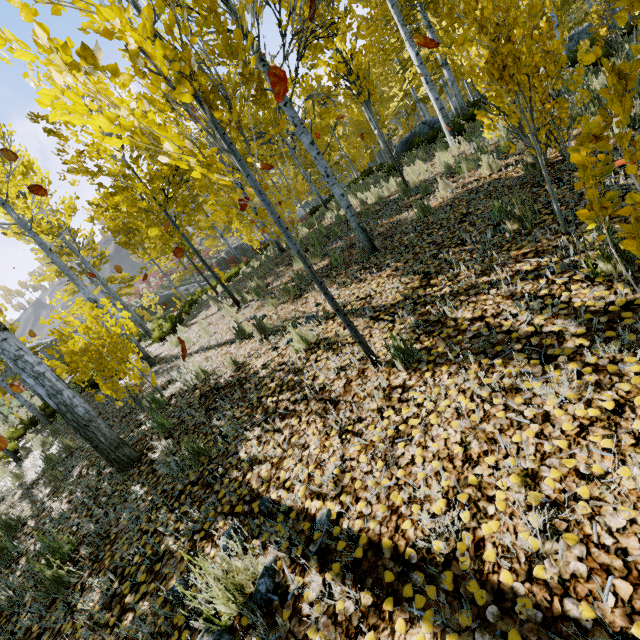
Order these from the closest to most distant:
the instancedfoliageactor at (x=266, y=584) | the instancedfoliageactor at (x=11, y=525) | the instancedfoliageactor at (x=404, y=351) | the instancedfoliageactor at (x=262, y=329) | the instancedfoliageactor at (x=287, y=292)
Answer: the instancedfoliageactor at (x=266, y=584) < the instancedfoliageactor at (x=404, y=351) < the instancedfoliageactor at (x=11, y=525) < the instancedfoliageactor at (x=262, y=329) < the instancedfoliageactor at (x=287, y=292)

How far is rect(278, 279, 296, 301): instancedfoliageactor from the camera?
6.1 meters

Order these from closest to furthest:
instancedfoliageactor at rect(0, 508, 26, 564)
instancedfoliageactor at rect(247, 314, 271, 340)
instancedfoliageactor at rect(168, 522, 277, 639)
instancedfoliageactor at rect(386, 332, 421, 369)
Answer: instancedfoliageactor at rect(168, 522, 277, 639)
instancedfoliageactor at rect(386, 332, 421, 369)
instancedfoliageactor at rect(0, 508, 26, 564)
instancedfoliageactor at rect(247, 314, 271, 340)

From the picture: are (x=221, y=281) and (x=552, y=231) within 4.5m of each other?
no

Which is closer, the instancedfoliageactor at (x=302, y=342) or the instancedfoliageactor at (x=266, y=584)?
the instancedfoliageactor at (x=266, y=584)

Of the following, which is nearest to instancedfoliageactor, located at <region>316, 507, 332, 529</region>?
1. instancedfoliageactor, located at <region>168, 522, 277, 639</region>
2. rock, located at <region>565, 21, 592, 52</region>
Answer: rock, located at <region>565, 21, 592, 52</region>

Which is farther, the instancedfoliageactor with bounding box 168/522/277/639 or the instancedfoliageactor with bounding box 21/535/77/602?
the instancedfoliageactor with bounding box 21/535/77/602
